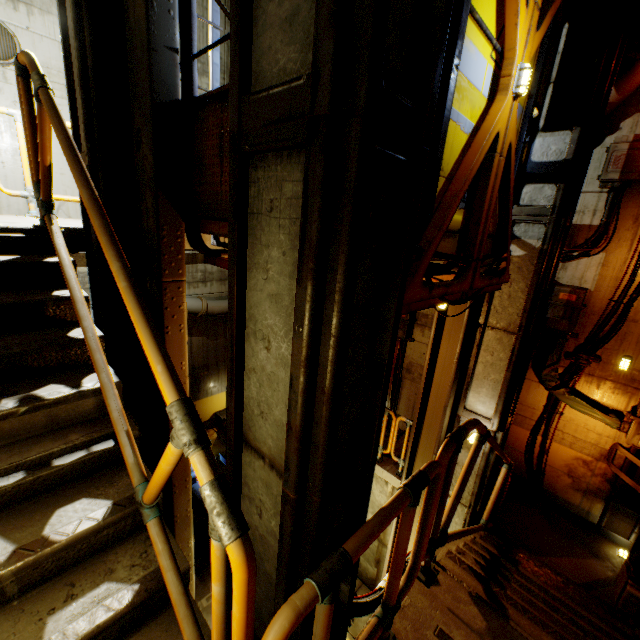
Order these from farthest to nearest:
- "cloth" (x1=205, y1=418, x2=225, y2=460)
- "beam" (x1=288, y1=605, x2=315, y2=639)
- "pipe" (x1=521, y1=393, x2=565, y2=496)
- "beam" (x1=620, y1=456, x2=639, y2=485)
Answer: "cloth" (x1=205, y1=418, x2=225, y2=460), "pipe" (x1=521, y1=393, x2=565, y2=496), "beam" (x1=620, y1=456, x2=639, y2=485), "beam" (x1=288, y1=605, x2=315, y2=639)

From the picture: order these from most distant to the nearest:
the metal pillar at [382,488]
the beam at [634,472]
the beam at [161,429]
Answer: the metal pillar at [382,488] < the beam at [634,472] < the beam at [161,429]

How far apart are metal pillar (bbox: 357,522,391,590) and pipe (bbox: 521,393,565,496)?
1.8 meters

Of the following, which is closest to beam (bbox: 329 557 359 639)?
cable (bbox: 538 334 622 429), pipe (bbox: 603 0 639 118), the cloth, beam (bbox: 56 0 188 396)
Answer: pipe (bbox: 603 0 639 118)

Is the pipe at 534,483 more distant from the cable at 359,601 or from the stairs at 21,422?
the cable at 359,601

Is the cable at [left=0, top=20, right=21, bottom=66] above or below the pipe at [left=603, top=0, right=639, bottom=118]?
above

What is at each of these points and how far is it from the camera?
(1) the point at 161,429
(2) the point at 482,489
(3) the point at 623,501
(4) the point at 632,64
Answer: (1) beam, 3.8 meters
(2) beam, 5.0 meters
(3) beam, 5.7 meters
(4) pipe, 4.3 meters

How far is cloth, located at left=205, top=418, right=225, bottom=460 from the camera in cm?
1159
